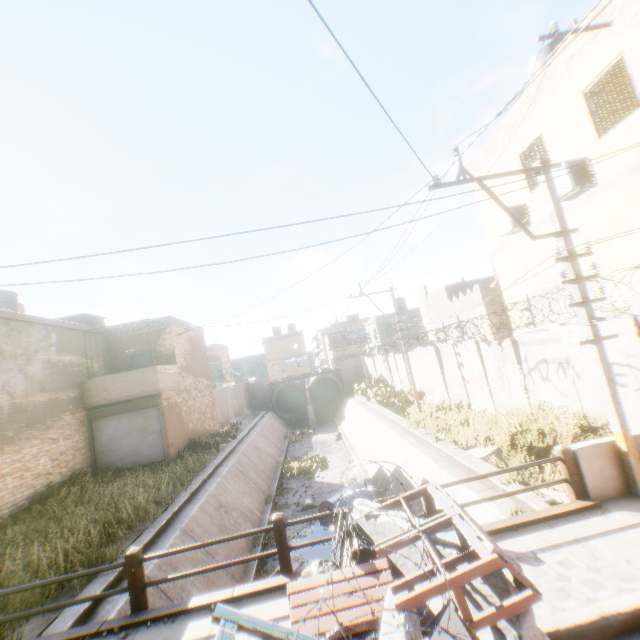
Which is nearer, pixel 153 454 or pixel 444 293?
pixel 153 454

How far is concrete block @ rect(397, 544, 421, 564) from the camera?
3.81m

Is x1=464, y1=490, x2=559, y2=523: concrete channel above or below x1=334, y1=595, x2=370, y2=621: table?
below

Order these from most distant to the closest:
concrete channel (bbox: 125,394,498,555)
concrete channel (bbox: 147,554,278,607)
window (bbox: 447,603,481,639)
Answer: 1. concrete channel (bbox: 125,394,498,555)
2. concrete channel (bbox: 147,554,278,607)
3. window (bbox: 447,603,481,639)

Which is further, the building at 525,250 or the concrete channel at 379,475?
the concrete channel at 379,475

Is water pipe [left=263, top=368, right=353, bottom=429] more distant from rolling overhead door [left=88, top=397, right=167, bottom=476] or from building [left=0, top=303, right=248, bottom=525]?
rolling overhead door [left=88, top=397, right=167, bottom=476]

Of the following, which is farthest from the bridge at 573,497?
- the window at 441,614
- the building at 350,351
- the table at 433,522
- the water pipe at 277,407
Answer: the building at 350,351

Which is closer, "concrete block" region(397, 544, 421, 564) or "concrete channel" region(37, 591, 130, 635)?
"concrete block" region(397, 544, 421, 564)
